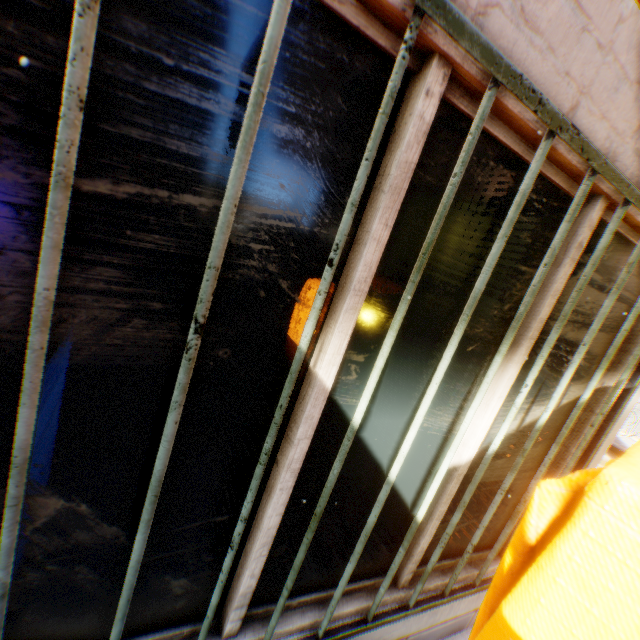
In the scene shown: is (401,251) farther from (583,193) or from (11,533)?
(11,533)
